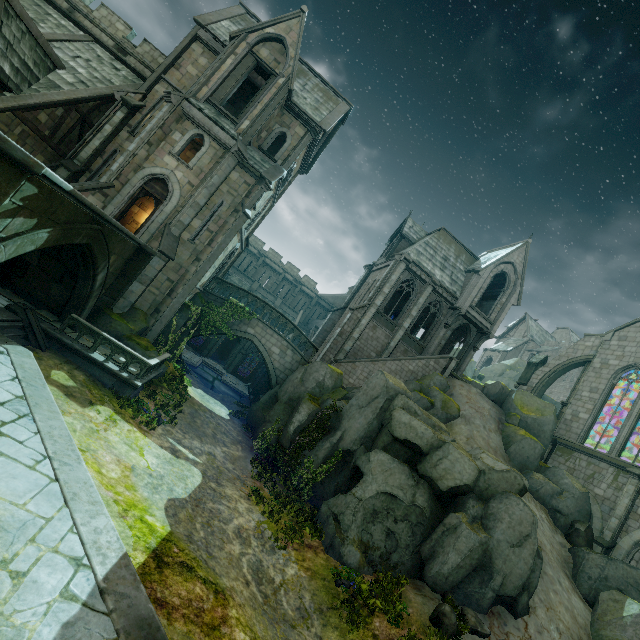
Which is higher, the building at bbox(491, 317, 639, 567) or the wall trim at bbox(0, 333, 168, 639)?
the building at bbox(491, 317, 639, 567)

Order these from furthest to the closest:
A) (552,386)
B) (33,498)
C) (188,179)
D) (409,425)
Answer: (552,386) → (188,179) → (409,425) → (33,498)

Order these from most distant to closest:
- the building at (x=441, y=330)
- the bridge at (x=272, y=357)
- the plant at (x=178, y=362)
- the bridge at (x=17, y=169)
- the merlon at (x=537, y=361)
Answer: the merlon at (x=537, y=361)
the building at (x=441, y=330)
the bridge at (x=272, y=357)
the plant at (x=178, y=362)
the bridge at (x=17, y=169)

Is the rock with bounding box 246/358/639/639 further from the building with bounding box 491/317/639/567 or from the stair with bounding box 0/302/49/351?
the stair with bounding box 0/302/49/351

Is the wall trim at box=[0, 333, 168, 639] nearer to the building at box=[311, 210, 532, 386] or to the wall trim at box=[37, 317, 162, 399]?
the wall trim at box=[37, 317, 162, 399]

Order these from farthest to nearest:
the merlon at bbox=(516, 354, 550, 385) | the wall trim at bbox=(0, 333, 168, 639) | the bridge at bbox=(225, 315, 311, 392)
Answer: the merlon at bbox=(516, 354, 550, 385) → the bridge at bbox=(225, 315, 311, 392) → the wall trim at bbox=(0, 333, 168, 639)

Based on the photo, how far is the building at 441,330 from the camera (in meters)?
26.44

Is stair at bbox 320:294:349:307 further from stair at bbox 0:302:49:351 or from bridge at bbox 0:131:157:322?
stair at bbox 0:302:49:351
